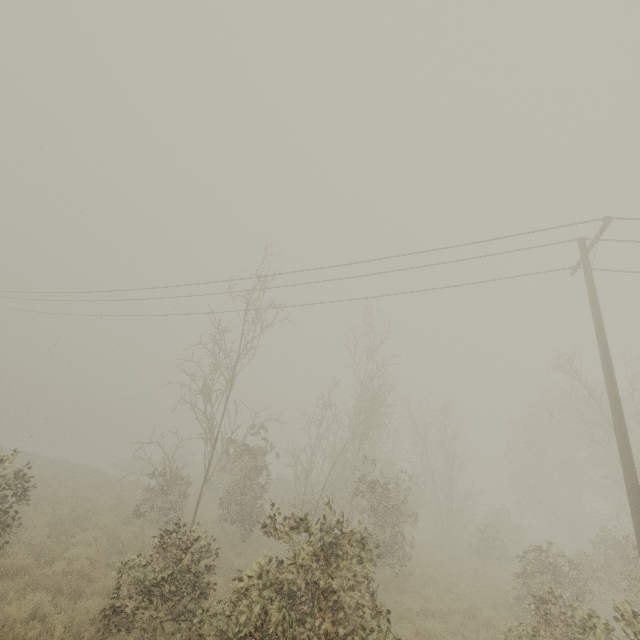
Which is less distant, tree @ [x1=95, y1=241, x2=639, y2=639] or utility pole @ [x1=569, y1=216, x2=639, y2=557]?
tree @ [x1=95, y1=241, x2=639, y2=639]

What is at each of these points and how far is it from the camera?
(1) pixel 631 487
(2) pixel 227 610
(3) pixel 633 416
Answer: (1) utility pole, 7.7m
(2) tree, 6.3m
(3) tree, 15.5m

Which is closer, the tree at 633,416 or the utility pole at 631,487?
the utility pole at 631,487

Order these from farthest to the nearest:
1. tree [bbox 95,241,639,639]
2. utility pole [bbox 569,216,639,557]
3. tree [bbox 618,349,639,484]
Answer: tree [bbox 618,349,639,484] < utility pole [bbox 569,216,639,557] < tree [bbox 95,241,639,639]

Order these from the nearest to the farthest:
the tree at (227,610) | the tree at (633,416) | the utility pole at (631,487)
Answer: the tree at (227,610)
the utility pole at (631,487)
the tree at (633,416)

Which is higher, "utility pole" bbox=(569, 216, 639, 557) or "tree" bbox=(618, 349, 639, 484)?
"tree" bbox=(618, 349, 639, 484)

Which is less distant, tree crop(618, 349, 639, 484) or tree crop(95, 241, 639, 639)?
tree crop(95, 241, 639, 639)
